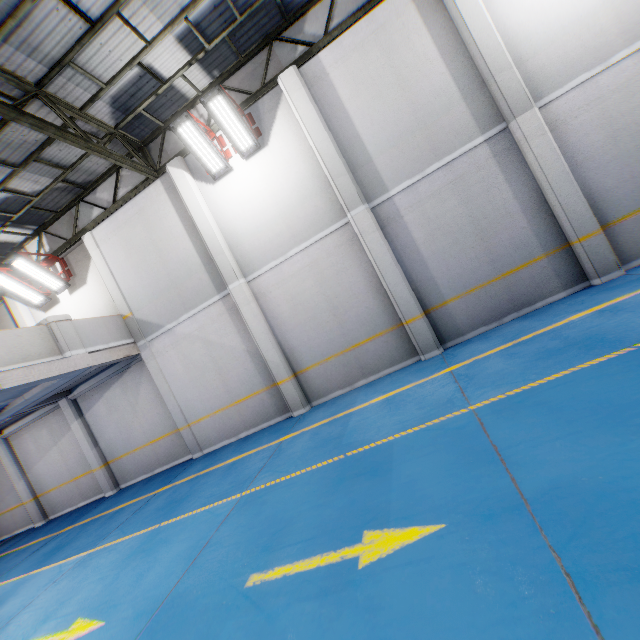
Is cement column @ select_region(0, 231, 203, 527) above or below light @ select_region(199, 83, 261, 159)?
below

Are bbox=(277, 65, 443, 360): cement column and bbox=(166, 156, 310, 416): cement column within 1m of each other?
no

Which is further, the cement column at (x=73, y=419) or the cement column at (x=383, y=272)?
the cement column at (x=73, y=419)

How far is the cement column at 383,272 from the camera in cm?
788

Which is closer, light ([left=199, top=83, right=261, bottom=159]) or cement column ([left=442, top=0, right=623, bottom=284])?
cement column ([left=442, top=0, right=623, bottom=284])

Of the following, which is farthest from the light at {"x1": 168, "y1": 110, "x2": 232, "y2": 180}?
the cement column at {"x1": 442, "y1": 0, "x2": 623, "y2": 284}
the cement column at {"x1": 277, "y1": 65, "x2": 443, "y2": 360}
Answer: the cement column at {"x1": 442, "y1": 0, "x2": 623, "y2": 284}

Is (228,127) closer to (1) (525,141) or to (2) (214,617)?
(1) (525,141)

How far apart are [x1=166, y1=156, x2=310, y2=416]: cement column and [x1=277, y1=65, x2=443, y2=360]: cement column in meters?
3.2 m
